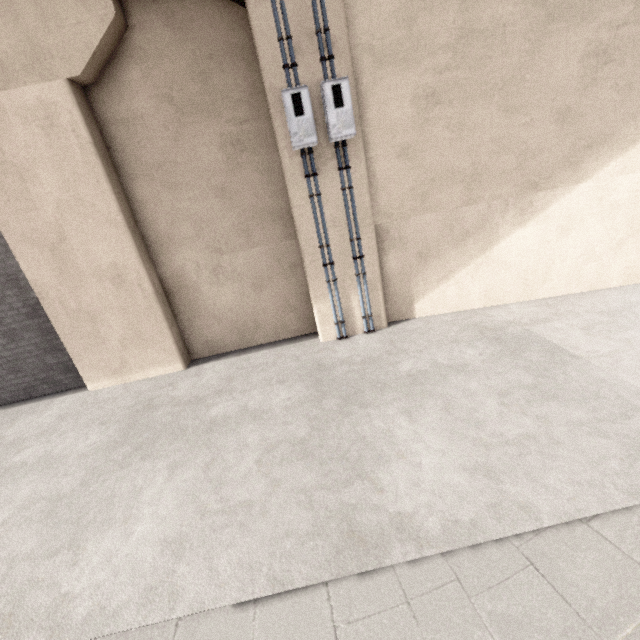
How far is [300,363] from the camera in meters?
5.8
